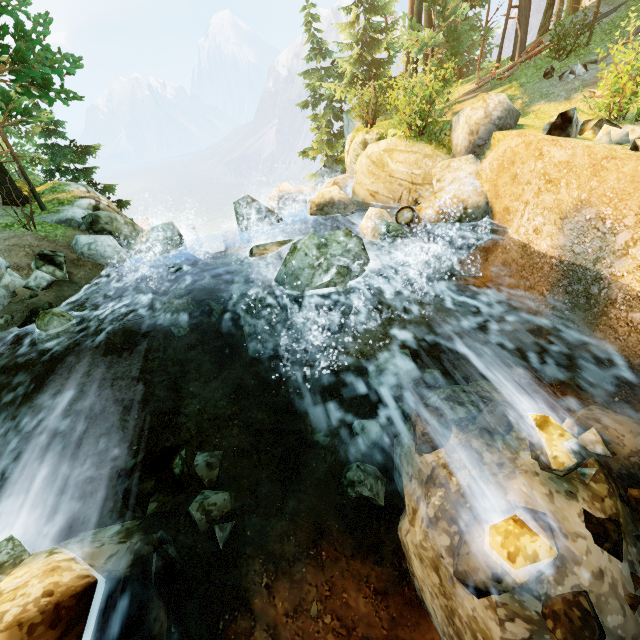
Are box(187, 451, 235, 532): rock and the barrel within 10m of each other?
yes

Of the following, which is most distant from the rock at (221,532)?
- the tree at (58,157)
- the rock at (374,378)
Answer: the tree at (58,157)

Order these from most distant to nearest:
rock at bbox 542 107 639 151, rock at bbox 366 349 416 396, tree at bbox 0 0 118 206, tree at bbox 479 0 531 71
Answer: tree at bbox 479 0 531 71, tree at bbox 0 0 118 206, rock at bbox 542 107 639 151, rock at bbox 366 349 416 396

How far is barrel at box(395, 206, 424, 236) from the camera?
9.6 meters

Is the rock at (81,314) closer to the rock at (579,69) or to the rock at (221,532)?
the rock at (221,532)

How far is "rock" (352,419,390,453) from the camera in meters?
5.7

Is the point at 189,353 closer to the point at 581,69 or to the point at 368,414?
the point at 368,414

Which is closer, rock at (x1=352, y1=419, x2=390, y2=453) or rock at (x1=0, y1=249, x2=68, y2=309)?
rock at (x1=352, y1=419, x2=390, y2=453)
